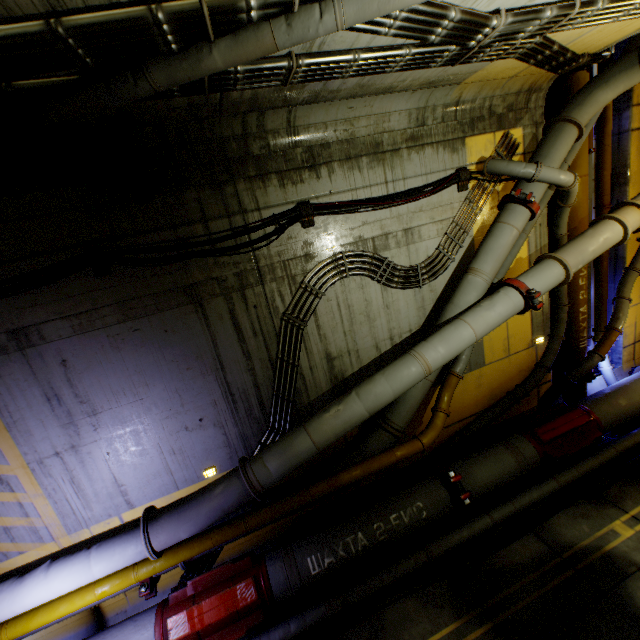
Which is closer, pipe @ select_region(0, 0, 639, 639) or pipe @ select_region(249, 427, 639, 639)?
pipe @ select_region(0, 0, 639, 639)

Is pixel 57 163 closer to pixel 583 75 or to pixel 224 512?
pixel 224 512

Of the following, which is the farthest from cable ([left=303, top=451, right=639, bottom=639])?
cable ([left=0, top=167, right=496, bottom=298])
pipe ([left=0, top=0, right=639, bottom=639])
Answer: cable ([left=0, top=167, right=496, bottom=298])

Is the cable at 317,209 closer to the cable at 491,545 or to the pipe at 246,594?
the pipe at 246,594

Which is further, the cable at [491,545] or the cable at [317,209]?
the cable at [491,545]

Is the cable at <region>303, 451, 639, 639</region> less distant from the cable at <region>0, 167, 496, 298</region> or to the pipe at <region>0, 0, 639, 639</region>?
the pipe at <region>0, 0, 639, 639</region>

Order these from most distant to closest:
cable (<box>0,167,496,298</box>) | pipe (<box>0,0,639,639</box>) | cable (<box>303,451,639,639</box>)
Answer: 1. cable (<box>303,451,639,639</box>)
2. cable (<box>0,167,496,298</box>)
3. pipe (<box>0,0,639,639</box>)

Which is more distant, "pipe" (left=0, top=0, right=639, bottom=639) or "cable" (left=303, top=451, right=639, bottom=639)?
"cable" (left=303, top=451, right=639, bottom=639)
